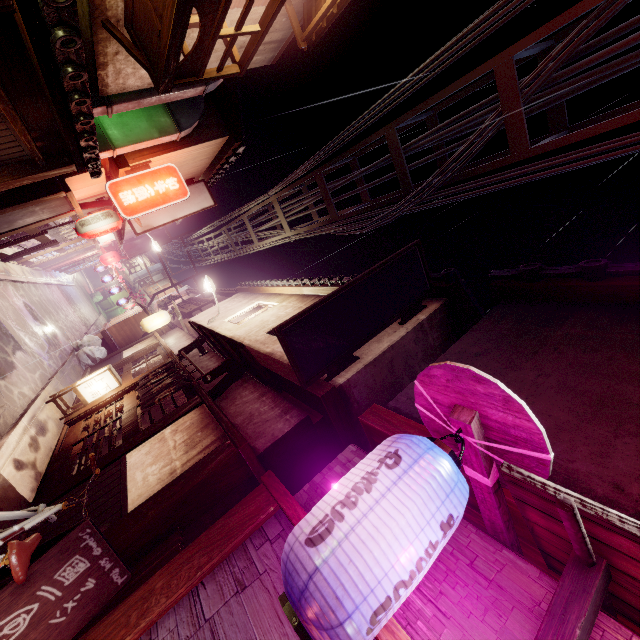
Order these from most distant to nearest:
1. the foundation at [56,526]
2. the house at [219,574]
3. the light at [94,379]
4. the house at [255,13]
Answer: the light at [94,379], the house at [255,13], the foundation at [56,526], the house at [219,574]

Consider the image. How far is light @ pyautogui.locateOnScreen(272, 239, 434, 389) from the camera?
8.66m

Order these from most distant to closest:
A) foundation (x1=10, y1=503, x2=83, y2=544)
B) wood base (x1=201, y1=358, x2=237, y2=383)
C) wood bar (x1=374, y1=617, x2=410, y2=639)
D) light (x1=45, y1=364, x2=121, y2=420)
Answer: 1. light (x1=45, y1=364, x2=121, y2=420)
2. wood base (x1=201, y1=358, x2=237, y2=383)
3. foundation (x1=10, y1=503, x2=83, y2=544)
4. wood bar (x1=374, y1=617, x2=410, y2=639)

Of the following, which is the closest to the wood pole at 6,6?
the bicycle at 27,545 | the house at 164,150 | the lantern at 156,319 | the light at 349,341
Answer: the bicycle at 27,545

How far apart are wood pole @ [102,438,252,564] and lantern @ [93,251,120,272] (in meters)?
36.81

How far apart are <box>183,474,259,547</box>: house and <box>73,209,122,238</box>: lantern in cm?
1527

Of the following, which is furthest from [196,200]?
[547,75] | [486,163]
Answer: [547,75]

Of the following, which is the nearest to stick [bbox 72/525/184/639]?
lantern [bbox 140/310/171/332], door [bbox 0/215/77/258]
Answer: door [bbox 0/215/77/258]
